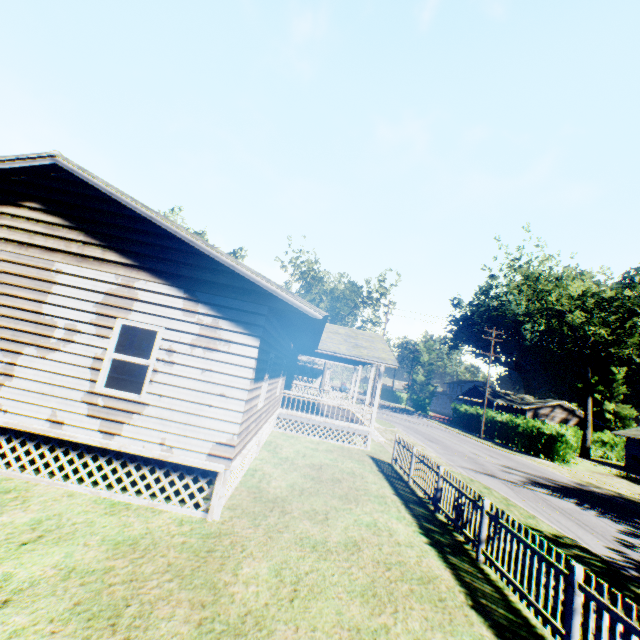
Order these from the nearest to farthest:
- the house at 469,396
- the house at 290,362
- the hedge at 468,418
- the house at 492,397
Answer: the house at 290,362
the hedge at 468,418
the house at 492,397
the house at 469,396

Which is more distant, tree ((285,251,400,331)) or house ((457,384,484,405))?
house ((457,384,484,405))

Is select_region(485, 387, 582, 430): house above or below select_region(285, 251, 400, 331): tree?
below

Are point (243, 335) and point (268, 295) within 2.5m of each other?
yes

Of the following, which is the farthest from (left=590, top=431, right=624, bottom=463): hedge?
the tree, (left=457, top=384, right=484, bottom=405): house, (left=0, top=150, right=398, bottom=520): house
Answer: (left=0, top=150, right=398, bottom=520): house

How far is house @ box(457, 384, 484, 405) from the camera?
51.8 meters

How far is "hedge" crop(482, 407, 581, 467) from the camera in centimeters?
2628cm

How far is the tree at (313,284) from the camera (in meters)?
44.62
